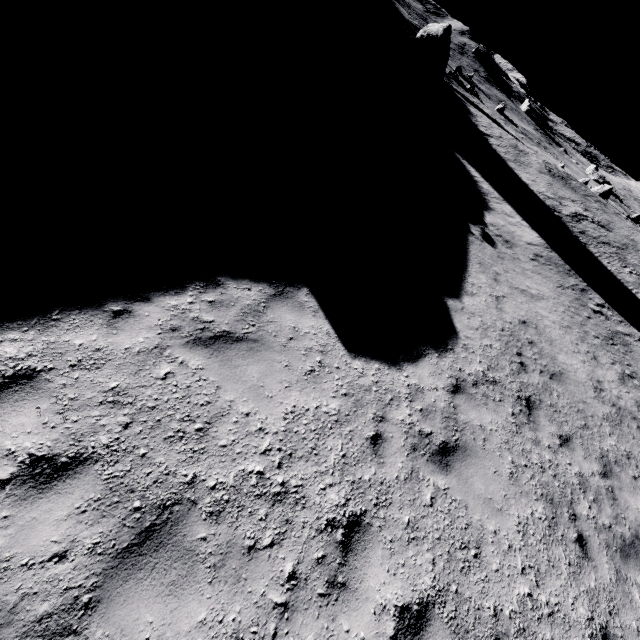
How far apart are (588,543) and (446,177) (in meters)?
15.89

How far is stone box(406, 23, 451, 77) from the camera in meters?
31.7

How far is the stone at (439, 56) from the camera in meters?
31.7 m
